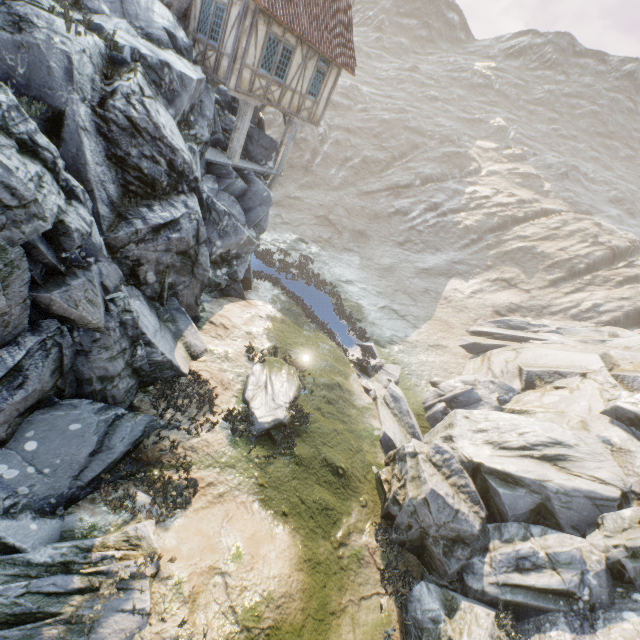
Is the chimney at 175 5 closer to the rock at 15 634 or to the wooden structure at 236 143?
the rock at 15 634

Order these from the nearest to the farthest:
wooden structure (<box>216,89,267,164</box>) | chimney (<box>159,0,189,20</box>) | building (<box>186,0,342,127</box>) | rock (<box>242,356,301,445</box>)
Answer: rock (<box>242,356,301,445</box>) → building (<box>186,0,342,127</box>) → chimney (<box>159,0,189,20</box>) → wooden structure (<box>216,89,267,164</box>)

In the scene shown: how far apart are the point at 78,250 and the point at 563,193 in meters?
59.9 m

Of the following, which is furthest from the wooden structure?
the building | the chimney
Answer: the chimney

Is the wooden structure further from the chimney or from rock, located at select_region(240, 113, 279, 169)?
the chimney

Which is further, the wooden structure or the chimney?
the wooden structure

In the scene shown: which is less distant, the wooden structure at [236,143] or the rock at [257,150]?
the wooden structure at [236,143]

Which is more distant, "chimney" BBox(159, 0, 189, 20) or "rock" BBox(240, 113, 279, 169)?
"rock" BBox(240, 113, 279, 169)
